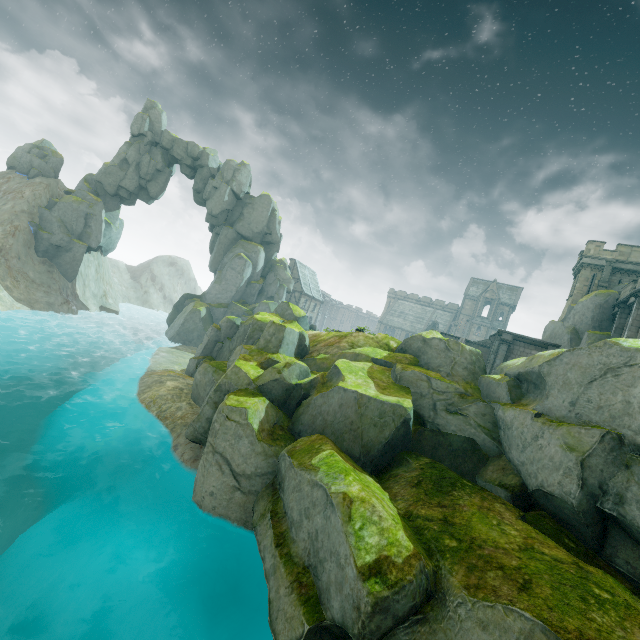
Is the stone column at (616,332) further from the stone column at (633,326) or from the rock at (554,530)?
the rock at (554,530)

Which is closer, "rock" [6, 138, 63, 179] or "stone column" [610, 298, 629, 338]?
"stone column" [610, 298, 629, 338]

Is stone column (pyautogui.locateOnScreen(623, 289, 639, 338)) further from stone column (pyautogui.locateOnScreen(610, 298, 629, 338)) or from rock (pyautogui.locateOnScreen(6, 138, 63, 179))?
rock (pyautogui.locateOnScreen(6, 138, 63, 179))

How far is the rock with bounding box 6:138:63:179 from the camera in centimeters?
4028cm

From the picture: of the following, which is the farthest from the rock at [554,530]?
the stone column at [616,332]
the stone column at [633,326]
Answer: the stone column at [616,332]

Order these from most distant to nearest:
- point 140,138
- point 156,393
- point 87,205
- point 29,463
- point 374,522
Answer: point 140,138 < point 87,205 < point 156,393 < point 29,463 < point 374,522

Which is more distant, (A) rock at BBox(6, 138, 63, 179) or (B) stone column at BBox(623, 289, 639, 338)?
(A) rock at BBox(6, 138, 63, 179)

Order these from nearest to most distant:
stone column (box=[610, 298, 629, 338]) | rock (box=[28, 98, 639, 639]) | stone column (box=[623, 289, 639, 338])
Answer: rock (box=[28, 98, 639, 639]) → stone column (box=[623, 289, 639, 338]) → stone column (box=[610, 298, 629, 338])
